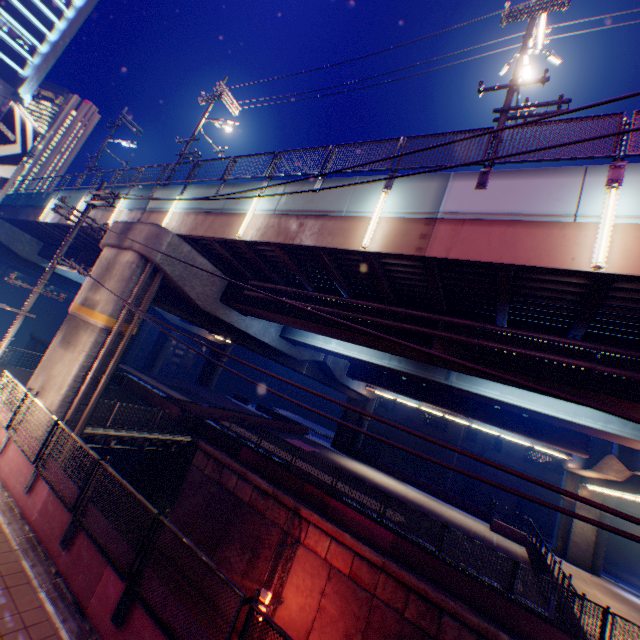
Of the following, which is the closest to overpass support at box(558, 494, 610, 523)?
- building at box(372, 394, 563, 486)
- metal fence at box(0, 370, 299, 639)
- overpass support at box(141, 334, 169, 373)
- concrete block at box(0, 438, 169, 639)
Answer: metal fence at box(0, 370, 299, 639)

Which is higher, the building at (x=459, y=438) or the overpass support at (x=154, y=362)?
the building at (x=459, y=438)

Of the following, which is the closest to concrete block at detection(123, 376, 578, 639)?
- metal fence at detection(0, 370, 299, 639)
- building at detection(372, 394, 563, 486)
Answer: metal fence at detection(0, 370, 299, 639)

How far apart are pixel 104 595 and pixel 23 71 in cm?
5447

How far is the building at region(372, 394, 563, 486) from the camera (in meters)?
37.41

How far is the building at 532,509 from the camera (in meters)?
37.78

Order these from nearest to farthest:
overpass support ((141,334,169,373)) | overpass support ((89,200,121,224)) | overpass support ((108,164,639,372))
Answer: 1. overpass support ((108,164,639,372))
2. overpass support ((89,200,121,224))
3. overpass support ((141,334,169,373))

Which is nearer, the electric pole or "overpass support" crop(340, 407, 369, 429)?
the electric pole
